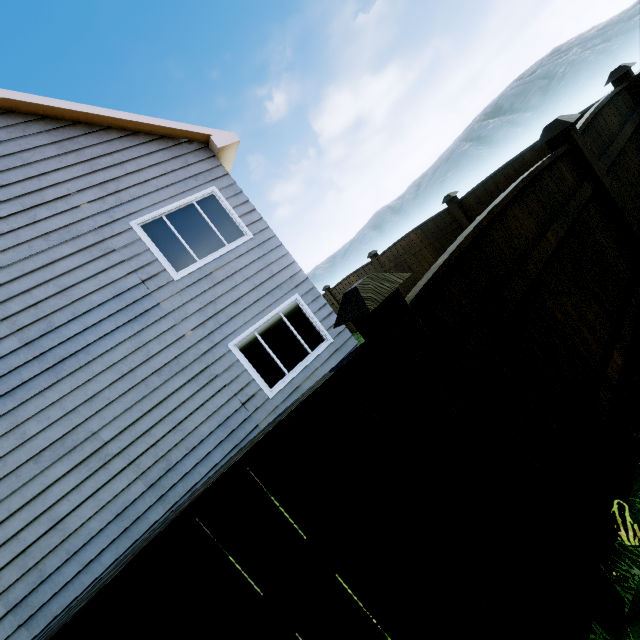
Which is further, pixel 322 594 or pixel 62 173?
pixel 62 173

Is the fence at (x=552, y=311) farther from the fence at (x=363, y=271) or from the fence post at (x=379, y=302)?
the fence at (x=363, y=271)

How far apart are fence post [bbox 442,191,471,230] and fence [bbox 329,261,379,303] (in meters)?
3.10

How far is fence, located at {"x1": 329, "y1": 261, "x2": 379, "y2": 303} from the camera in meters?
10.3

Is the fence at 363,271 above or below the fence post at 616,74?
below

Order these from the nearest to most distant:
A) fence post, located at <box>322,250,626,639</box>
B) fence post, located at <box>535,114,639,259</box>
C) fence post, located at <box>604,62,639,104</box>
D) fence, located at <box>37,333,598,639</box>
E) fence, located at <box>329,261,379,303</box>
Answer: fence, located at <box>37,333,598,639</box> → fence post, located at <box>322,250,626,639</box> → fence post, located at <box>535,114,639,259</box> → fence post, located at <box>604,62,639,104</box> → fence, located at <box>329,261,379,303</box>

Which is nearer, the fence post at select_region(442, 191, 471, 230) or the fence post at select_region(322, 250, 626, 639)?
the fence post at select_region(322, 250, 626, 639)

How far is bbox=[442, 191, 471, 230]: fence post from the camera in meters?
7.2
